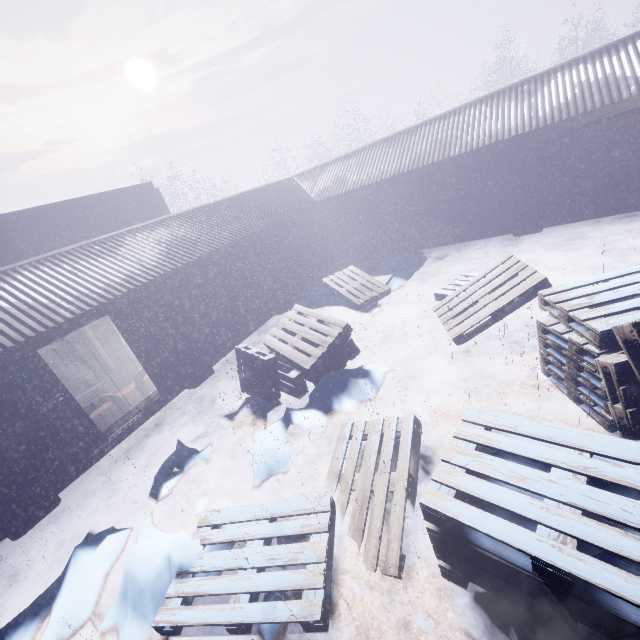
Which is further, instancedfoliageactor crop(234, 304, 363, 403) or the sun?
the sun

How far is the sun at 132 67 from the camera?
53.0 meters

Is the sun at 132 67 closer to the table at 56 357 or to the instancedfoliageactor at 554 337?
the table at 56 357

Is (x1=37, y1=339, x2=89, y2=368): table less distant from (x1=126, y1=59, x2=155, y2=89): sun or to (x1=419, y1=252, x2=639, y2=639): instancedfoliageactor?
(x1=419, y1=252, x2=639, y2=639): instancedfoliageactor

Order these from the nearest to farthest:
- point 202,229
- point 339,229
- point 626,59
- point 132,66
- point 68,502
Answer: point 68,502 → point 626,59 → point 202,229 → point 339,229 → point 132,66

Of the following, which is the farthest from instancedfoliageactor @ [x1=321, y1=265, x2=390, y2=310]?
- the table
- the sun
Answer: the sun
